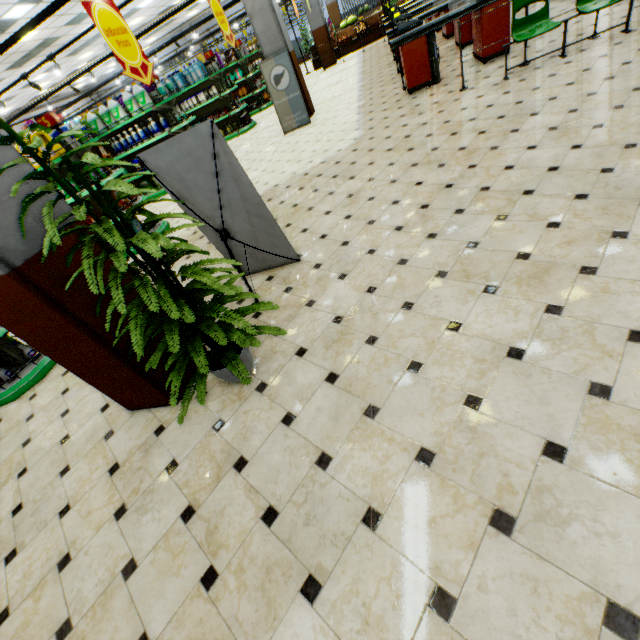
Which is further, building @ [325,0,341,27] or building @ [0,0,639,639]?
building @ [325,0,341,27]

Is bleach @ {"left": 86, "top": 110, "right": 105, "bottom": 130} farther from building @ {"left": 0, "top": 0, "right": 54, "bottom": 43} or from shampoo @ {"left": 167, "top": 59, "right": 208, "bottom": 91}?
shampoo @ {"left": 167, "top": 59, "right": 208, "bottom": 91}

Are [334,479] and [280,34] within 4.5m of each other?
no

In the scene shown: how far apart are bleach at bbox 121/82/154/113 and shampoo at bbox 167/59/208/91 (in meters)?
4.03

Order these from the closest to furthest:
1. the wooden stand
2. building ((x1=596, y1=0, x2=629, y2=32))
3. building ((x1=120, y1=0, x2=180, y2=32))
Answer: building ((x1=596, y1=0, x2=629, y2=32)), building ((x1=120, y1=0, x2=180, y2=32)), the wooden stand

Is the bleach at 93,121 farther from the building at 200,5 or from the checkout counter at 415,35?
the checkout counter at 415,35

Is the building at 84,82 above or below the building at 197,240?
above

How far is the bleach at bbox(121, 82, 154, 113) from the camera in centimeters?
788cm
